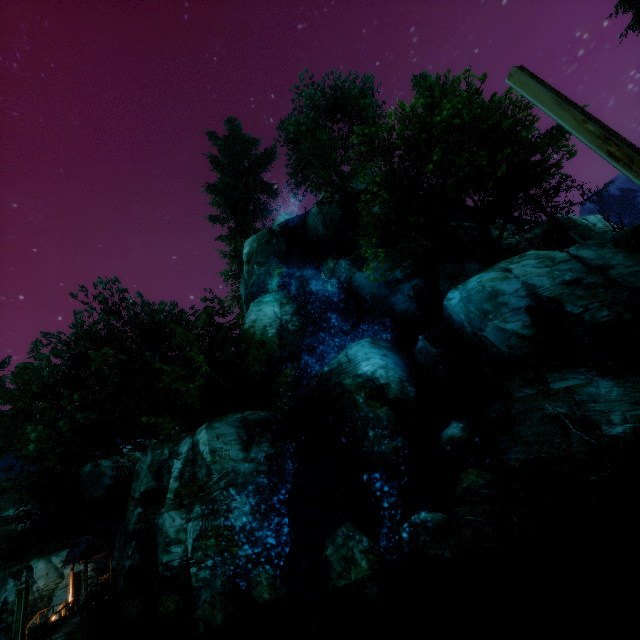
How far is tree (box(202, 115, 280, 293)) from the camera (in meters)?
38.41

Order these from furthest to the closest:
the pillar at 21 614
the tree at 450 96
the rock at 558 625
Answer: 1. the tree at 450 96
2. the pillar at 21 614
3. the rock at 558 625

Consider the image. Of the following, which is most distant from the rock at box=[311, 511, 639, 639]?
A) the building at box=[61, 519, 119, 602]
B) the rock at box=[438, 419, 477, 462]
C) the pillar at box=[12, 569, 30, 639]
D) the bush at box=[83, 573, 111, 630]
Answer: the building at box=[61, 519, 119, 602]

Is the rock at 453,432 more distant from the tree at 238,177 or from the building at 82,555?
the building at 82,555

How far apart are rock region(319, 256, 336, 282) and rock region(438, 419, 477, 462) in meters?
15.1 m

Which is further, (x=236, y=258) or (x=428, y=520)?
(x=236, y=258)

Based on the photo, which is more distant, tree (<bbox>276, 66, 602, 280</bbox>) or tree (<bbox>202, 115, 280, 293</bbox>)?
tree (<bbox>202, 115, 280, 293</bbox>)

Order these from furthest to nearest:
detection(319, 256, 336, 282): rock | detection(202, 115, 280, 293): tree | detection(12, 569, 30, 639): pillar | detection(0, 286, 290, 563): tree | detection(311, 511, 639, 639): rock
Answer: detection(202, 115, 280, 293): tree, detection(319, 256, 336, 282): rock, detection(0, 286, 290, 563): tree, detection(12, 569, 30, 639): pillar, detection(311, 511, 639, 639): rock
